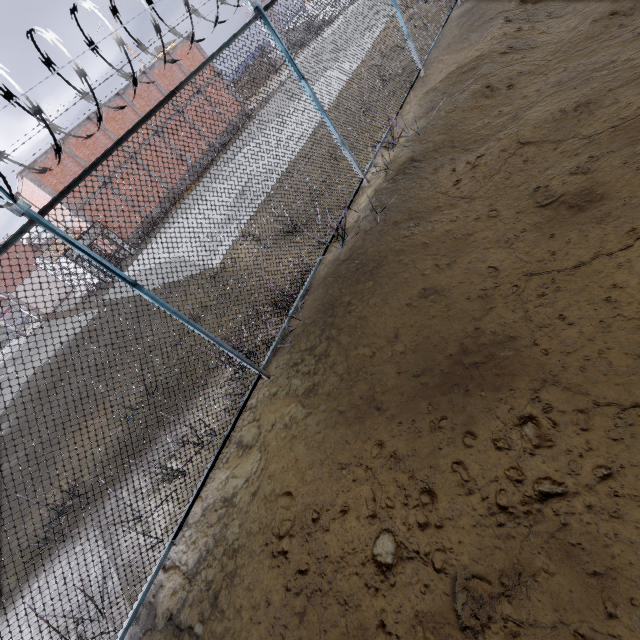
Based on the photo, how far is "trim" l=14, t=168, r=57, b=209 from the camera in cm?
1914

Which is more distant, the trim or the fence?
the trim

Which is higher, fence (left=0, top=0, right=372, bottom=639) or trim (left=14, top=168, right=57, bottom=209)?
trim (left=14, top=168, right=57, bottom=209)

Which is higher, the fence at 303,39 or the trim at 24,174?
the trim at 24,174

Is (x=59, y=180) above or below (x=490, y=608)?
above

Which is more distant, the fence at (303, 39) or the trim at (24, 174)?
the trim at (24, 174)
